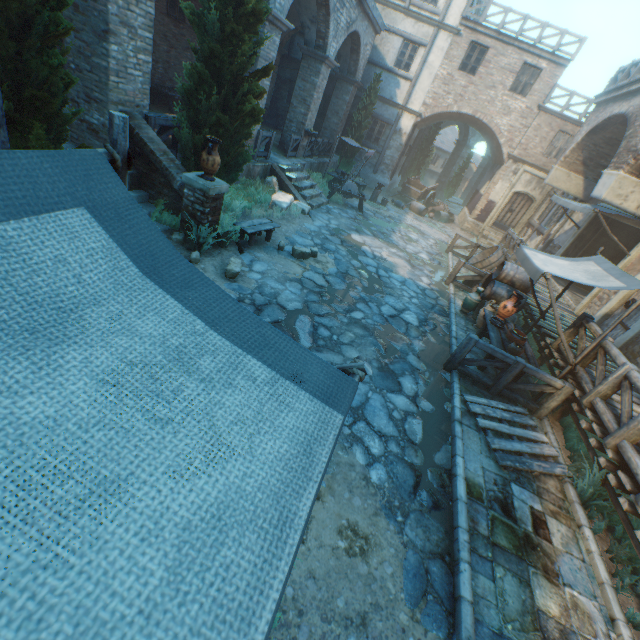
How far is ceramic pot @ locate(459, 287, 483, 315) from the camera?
9.4m

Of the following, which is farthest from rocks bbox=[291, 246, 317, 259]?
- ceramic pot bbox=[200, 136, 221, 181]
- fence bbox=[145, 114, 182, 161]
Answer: fence bbox=[145, 114, 182, 161]

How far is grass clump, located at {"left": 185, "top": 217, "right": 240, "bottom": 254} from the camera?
6.8m

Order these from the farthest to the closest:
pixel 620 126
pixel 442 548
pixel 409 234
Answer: pixel 409 234
pixel 620 126
pixel 442 548

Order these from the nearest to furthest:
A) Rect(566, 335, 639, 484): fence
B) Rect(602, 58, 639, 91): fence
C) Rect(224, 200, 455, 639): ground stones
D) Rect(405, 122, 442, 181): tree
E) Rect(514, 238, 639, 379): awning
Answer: Rect(224, 200, 455, 639): ground stones
Rect(566, 335, 639, 484): fence
Rect(514, 238, 639, 379): awning
Rect(602, 58, 639, 91): fence
Rect(405, 122, 442, 181): tree

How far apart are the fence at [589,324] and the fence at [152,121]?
10.27m

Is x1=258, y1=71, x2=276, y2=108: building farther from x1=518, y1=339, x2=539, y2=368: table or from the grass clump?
the grass clump

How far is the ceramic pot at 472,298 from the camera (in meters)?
9.36
